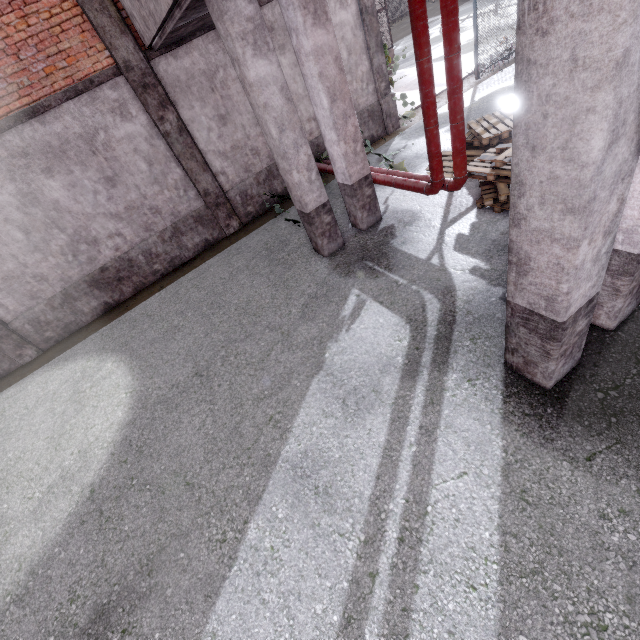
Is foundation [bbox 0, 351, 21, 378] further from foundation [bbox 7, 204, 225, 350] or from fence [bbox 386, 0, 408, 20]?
fence [bbox 386, 0, 408, 20]

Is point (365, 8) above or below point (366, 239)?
above

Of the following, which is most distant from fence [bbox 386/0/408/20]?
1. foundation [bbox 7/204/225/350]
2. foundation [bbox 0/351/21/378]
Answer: foundation [bbox 0/351/21/378]

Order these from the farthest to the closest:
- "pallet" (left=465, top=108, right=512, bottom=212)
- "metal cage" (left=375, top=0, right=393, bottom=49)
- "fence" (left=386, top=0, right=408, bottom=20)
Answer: "fence" (left=386, top=0, right=408, bottom=20), "metal cage" (left=375, top=0, right=393, bottom=49), "pallet" (left=465, top=108, right=512, bottom=212)

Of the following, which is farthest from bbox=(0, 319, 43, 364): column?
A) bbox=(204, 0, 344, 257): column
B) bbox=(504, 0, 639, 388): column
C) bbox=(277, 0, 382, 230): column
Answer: bbox=(504, 0, 639, 388): column

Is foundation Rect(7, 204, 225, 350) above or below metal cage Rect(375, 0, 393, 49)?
below

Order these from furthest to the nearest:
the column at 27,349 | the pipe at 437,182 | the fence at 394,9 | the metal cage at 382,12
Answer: the fence at 394,9
the metal cage at 382,12
the column at 27,349
the pipe at 437,182

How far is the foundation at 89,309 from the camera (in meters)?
7.75
